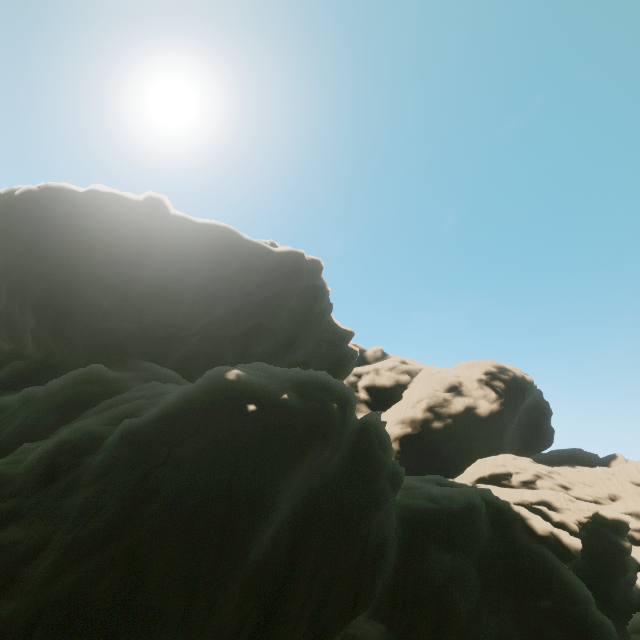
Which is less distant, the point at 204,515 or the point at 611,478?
the point at 204,515
